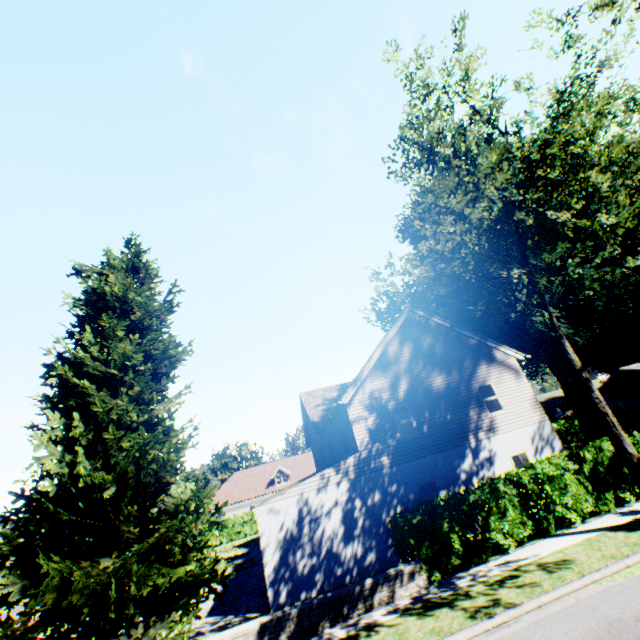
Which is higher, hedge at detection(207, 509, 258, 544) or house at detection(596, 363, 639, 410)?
house at detection(596, 363, 639, 410)

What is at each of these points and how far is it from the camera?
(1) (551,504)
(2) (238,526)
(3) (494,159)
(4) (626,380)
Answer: (1) hedge, 11.9 meters
(2) hedge, 35.3 meters
(3) plant, 9.3 meters
(4) house, 35.9 meters

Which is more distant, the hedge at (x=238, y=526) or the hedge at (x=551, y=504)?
the hedge at (x=238, y=526)

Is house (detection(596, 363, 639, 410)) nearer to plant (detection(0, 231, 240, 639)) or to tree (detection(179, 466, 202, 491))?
plant (detection(0, 231, 240, 639))

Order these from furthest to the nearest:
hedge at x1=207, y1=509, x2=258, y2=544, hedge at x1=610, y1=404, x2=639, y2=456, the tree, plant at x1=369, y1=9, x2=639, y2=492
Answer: the tree, hedge at x1=207, y1=509, x2=258, y2=544, hedge at x1=610, y1=404, x2=639, y2=456, plant at x1=369, y1=9, x2=639, y2=492

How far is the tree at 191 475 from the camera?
50.2m

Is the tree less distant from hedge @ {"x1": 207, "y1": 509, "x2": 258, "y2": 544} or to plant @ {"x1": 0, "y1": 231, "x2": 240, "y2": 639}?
hedge @ {"x1": 207, "y1": 509, "x2": 258, "y2": 544}

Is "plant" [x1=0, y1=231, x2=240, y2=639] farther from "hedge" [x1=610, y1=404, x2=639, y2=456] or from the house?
"hedge" [x1=610, y1=404, x2=639, y2=456]
